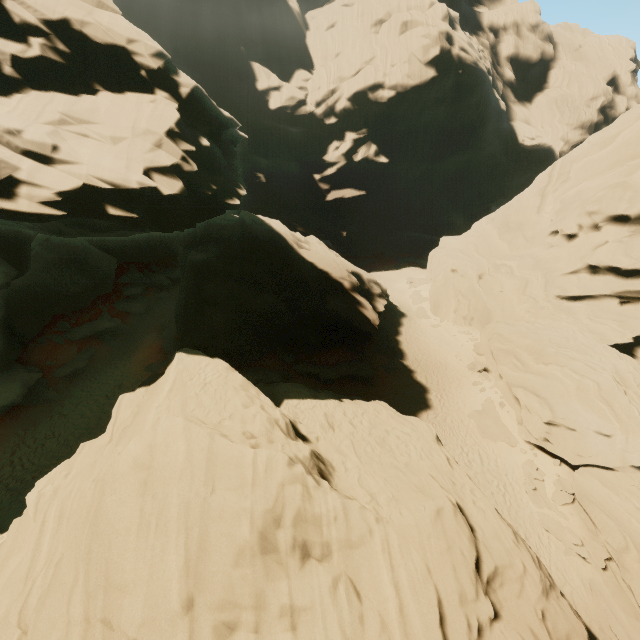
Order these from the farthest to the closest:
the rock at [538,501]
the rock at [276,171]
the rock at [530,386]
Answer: the rock at [538,501]
the rock at [530,386]
the rock at [276,171]

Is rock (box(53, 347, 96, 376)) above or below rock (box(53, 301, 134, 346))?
below

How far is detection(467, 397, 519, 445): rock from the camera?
21.48m

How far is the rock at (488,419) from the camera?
21.5 meters

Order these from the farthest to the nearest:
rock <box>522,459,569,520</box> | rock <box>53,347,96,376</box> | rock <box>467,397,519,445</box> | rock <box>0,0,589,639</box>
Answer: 1. rock <box>53,347,96,376</box>
2. rock <box>467,397,519,445</box>
3. rock <box>522,459,569,520</box>
4. rock <box>0,0,589,639</box>

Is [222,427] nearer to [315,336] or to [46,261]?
[315,336]
